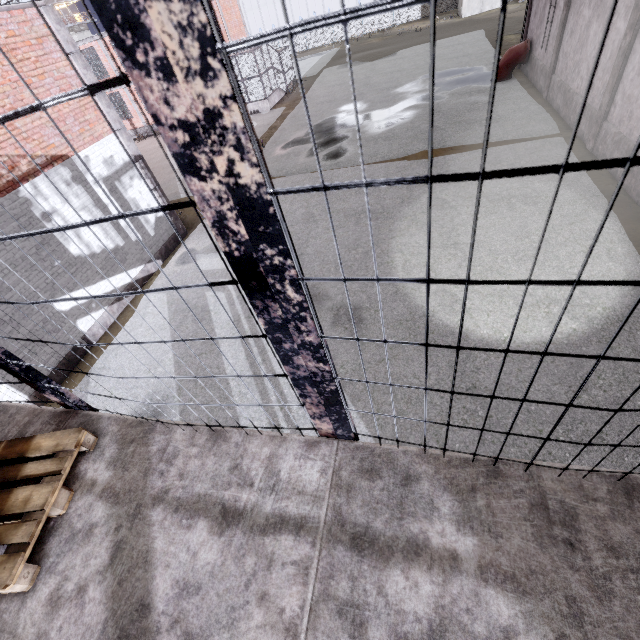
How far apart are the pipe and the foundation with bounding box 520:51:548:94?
0.05m

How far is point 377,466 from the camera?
1.6 meters

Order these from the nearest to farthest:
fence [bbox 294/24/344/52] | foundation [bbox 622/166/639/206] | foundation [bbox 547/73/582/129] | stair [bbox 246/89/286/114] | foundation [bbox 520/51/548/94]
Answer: foundation [bbox 622/166/639/206], foundation [bbox 547/73/582/129], foundation [bbox 520/51/548/94], stair [bbox 246/89/286/114], fence [bbox 294/24/344/52]

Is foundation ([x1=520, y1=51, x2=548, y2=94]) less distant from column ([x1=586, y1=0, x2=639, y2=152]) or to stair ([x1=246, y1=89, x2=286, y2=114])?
column ([x1=586, y1=0, x2=639, y2=152])

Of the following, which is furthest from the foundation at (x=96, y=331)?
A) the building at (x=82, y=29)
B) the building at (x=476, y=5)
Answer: the building at (x=82, y=29)

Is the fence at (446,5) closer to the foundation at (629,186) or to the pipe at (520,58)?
the foundation at (629,186)

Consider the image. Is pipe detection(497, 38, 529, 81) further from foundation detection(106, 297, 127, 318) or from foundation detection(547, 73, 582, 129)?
foundation detection(106, 297, 127, 318)

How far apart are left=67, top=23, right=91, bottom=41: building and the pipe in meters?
75.1
